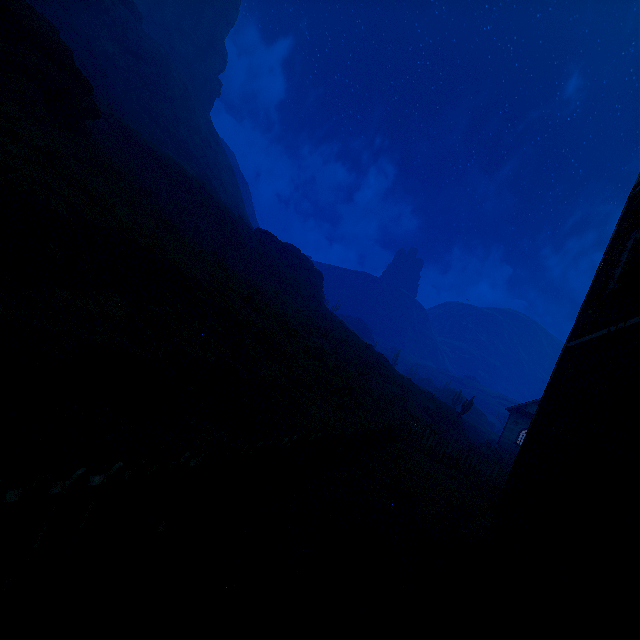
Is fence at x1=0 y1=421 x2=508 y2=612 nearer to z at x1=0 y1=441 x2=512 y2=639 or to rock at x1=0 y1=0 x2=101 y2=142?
z at x1=0 y1=441 x2=512 y2=639

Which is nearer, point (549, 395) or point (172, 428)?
point (172, 428)

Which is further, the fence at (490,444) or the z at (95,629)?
the fence at (490,444)

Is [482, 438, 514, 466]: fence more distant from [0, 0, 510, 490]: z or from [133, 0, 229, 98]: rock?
[133, 0, 229, 98]: rock

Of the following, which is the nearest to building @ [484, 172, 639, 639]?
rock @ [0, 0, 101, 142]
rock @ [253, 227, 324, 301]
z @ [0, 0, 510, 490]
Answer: z @ [0, 0, 510, 490]

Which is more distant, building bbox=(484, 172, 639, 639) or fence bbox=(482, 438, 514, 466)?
fence bbox=(482, 438, 514, 466)

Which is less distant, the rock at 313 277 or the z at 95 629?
the z at 95 629

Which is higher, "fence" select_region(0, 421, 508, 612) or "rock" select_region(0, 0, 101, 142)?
"rock" select_region(0, 0, 101, 142)
